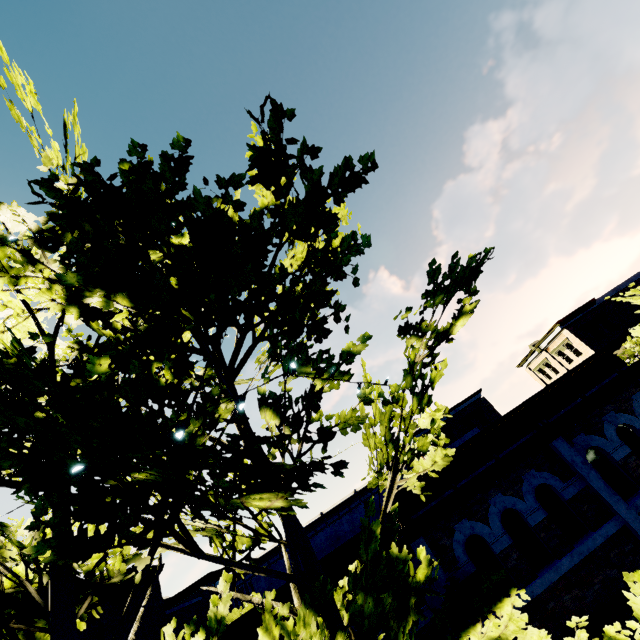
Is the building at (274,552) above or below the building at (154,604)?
above

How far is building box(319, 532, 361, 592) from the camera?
7.2m

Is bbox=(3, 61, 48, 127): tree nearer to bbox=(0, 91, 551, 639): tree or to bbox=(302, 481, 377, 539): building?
bbox=(0, 91, 551, 639): tree

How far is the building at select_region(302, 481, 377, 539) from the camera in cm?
4003

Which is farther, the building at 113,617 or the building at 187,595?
the building at 187,595

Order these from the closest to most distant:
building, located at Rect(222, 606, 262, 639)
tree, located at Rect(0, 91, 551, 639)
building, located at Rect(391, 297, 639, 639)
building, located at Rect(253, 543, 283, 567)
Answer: tree, located at Rect(0, 91, 551, 639)
building, located at Rect(391, 297, 639, 639)
building, located at Rect(222, 606, 262, 639)
building, located at Rect(253, 543, 283, 567)

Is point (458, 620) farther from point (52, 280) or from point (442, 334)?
point (52, 280)

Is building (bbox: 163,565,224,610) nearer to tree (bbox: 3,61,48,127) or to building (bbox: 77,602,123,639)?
building (bbox: 77,602,123,639)
